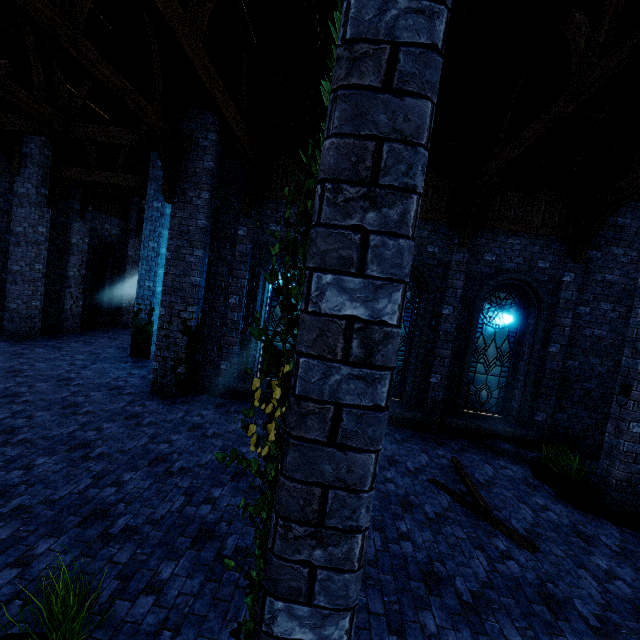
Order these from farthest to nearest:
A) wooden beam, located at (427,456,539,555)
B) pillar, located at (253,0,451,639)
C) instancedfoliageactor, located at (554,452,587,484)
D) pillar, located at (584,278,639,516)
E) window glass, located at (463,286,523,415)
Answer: window glass, located at (463,286,523,415) < instancedfoliageactor, located at (554,452,587,484) < pillar, located at (584,278,639,516) < wooden beam, located at (427,456,539,555) < pillar, located at (253,0,451,639)

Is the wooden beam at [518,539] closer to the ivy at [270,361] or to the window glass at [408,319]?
the window glass at [408,319]

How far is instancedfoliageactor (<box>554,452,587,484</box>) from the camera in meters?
6.8 m

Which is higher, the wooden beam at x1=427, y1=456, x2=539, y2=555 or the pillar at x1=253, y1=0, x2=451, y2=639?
the pillar at x1=253, y1=0, x2=451, y2=639

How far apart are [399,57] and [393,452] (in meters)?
7.63

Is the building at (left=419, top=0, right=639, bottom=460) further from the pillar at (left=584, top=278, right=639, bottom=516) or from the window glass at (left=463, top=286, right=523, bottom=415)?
the window glass at (left=463, top=286, right=523, bottom=415)

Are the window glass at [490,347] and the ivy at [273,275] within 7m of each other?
no

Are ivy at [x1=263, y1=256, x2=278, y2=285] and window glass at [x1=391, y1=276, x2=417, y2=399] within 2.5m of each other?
no
